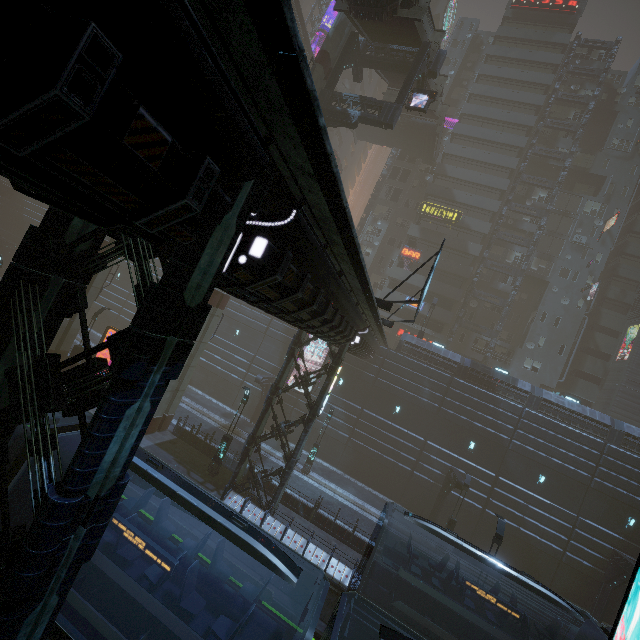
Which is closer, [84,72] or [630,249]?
[84,72]

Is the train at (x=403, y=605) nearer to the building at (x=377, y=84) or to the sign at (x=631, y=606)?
the building at (x=377, y=84)

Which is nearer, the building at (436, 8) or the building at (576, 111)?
the building at (576, 111)

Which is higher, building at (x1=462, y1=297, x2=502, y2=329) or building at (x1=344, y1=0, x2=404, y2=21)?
building at (x1=344, y1=0, x2=404, y2=21)

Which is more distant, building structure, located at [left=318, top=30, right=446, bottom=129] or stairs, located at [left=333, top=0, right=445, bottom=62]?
building structure, located at [left=318, top=30, right=446, bottom=129]

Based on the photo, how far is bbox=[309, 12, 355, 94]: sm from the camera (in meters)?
21.88

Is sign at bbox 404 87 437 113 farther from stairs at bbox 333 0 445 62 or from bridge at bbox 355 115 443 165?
bridge at bbox 355 115 443 165

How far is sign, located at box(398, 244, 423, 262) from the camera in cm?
4031
